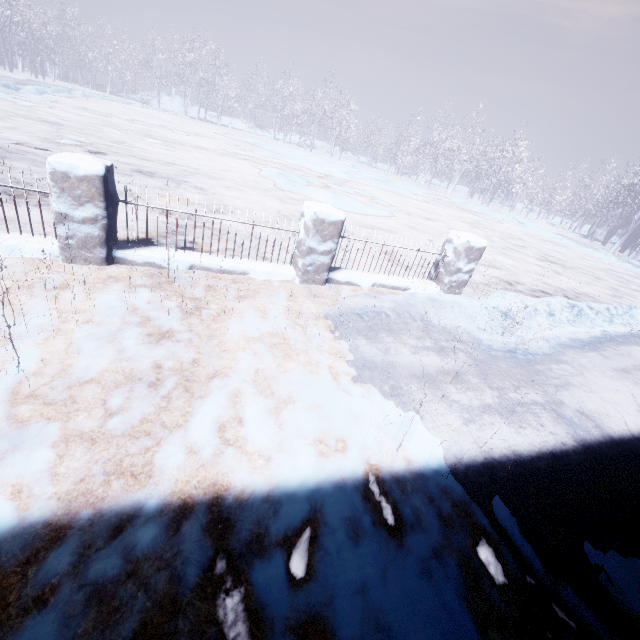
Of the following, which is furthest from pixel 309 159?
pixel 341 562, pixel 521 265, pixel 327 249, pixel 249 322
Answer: pixel 341 562
